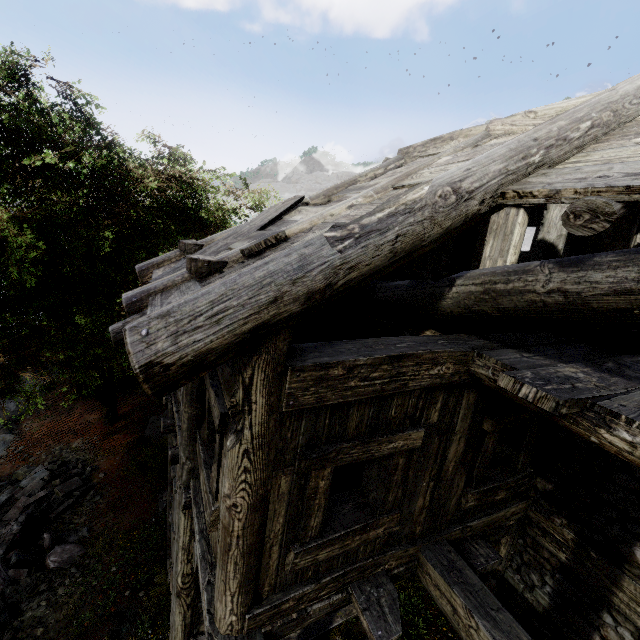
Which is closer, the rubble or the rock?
the rubble

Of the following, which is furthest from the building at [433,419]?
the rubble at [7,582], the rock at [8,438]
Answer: the rubble at [7,582]

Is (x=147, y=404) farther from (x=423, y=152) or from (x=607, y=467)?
(x=607, y=467)

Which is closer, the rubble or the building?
the building

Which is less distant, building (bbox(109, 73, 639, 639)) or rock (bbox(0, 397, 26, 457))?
building (bbox(109, 73, 639, 639))

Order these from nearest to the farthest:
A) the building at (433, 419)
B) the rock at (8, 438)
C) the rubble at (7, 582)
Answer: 1. the building at (433, 419)
2. the rubble at (7, 582)
3. the rock at (8, 438)

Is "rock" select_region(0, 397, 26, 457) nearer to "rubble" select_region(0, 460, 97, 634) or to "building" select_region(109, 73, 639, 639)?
"building" select_region(109, 73, 639, 639)

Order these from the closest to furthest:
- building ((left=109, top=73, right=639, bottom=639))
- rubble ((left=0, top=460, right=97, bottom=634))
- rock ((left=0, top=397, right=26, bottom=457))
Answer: building ((left=109, top=73, right=639, bottom=639)), rubble ((left=0, top=460, right=97, bottom=634)), rock ((left=0, top=397, right=26, bottom=457))
